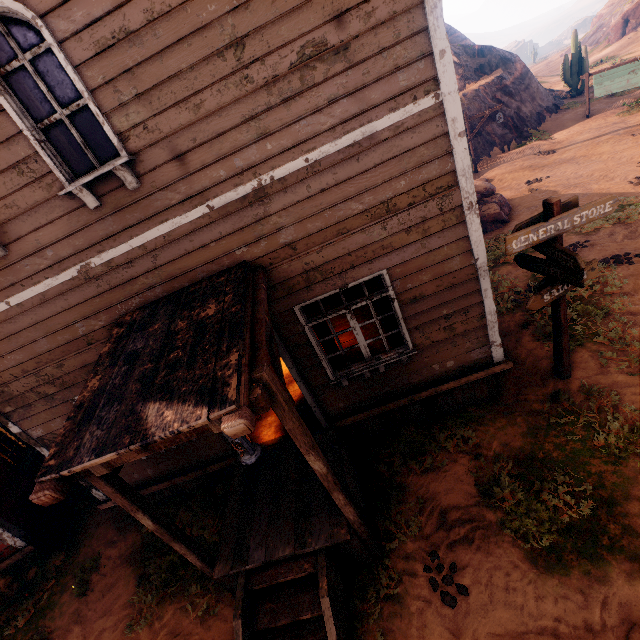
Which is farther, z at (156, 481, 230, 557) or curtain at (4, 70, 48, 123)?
z at (156, 481, 230, 557)

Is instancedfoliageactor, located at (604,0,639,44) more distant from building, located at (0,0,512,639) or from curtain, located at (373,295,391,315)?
curtain, located at (373,295,391,315)

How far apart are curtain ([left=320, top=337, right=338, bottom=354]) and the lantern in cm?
212

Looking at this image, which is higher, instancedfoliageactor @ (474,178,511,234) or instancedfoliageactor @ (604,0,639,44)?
instancedfoliageactor @ (604,0,639,44)

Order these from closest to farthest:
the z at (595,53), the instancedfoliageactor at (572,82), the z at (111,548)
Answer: the z at (111,548), the instancedfoliageactor at (572,82), the z at (595,53)

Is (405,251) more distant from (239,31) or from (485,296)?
(239,31)

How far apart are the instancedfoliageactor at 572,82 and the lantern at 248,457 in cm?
3271

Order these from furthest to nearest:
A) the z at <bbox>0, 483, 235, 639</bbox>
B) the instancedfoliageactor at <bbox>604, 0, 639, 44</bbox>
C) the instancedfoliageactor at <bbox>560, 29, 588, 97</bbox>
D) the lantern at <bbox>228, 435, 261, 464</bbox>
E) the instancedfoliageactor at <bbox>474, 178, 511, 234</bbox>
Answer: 1. the instancedfoliageactor at <bbox>604, 0, 639, 44</bbox>
2. the instancedfoliageactor at <bbox>560, 29, 588, 97</bbox>
3. the instancedfoliageactor at <bbox>474, 178, 511, 234</bbox>
4. the z at <bbox>0, 483, 235, 639</bbox>
5. the lantern at <bbox>228, 435, 261, 464</bbox>
